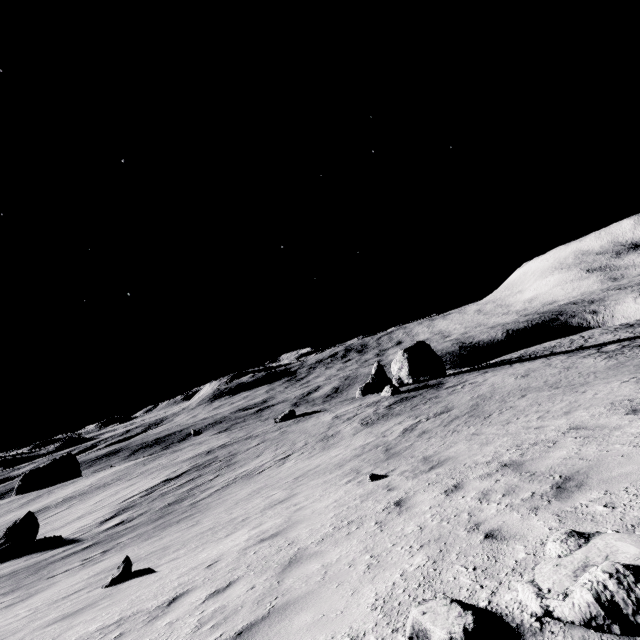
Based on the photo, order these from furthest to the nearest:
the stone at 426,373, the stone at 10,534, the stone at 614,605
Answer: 1. the stone at 426,373
2. the stone at 10,534
3. the stone at 614,605

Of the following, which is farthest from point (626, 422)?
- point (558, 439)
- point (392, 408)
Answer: point (392, 408)

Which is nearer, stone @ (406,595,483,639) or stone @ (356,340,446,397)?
stone @ (406,595,483,639)

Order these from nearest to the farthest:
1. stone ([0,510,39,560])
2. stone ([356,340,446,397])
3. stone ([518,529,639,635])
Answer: stone ([518,529,639,635]) < stone ([0,510,39,560]) < stone ([356,340,446,397])

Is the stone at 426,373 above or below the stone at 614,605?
below

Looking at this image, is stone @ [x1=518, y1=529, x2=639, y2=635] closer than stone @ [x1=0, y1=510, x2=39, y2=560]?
Yes

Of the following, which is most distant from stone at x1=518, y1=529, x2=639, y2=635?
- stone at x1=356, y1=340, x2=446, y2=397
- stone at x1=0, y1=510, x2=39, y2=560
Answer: stone at x1=356, y1=340, x2=446, y2=397
